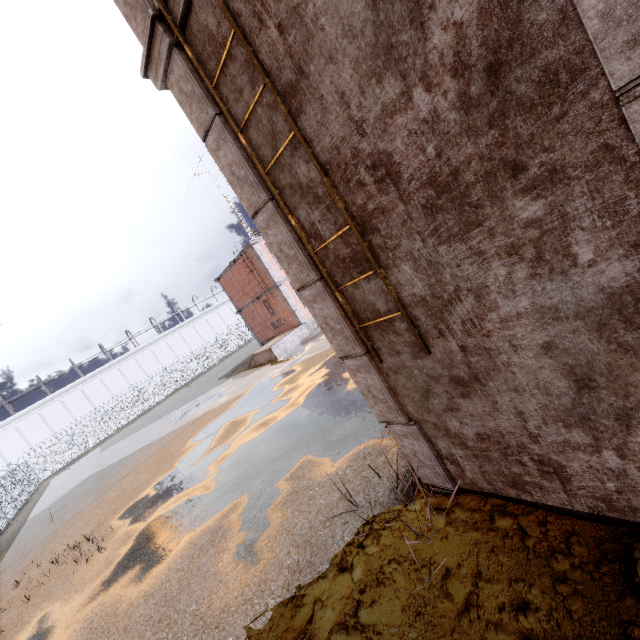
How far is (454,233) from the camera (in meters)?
2.40

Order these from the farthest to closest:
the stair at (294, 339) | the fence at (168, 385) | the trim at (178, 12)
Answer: the fence at (168, 385) → the stair at (294, 339) → the trim at (178, 12)

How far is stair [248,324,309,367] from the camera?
19.86m

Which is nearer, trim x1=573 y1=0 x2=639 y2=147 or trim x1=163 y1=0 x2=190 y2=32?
trim x1=573 y1=0 x2=639 y2=147

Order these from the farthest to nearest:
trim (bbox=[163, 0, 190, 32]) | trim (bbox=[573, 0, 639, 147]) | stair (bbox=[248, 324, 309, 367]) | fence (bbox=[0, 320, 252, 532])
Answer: fence (bbox=[0, 320, 252, 532]), stair (bbox=[248, 324, 309, 367]), trim (bbox=[163, 0, 190, 32]), trim (bbox=[573, 0, 639, 147])

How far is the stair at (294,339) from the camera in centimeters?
1986cm

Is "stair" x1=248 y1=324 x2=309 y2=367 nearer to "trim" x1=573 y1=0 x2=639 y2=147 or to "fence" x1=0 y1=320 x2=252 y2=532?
"trim" x1=573 y1=0 x2=639 y2=147

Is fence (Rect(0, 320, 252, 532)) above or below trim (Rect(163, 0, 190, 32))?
below
